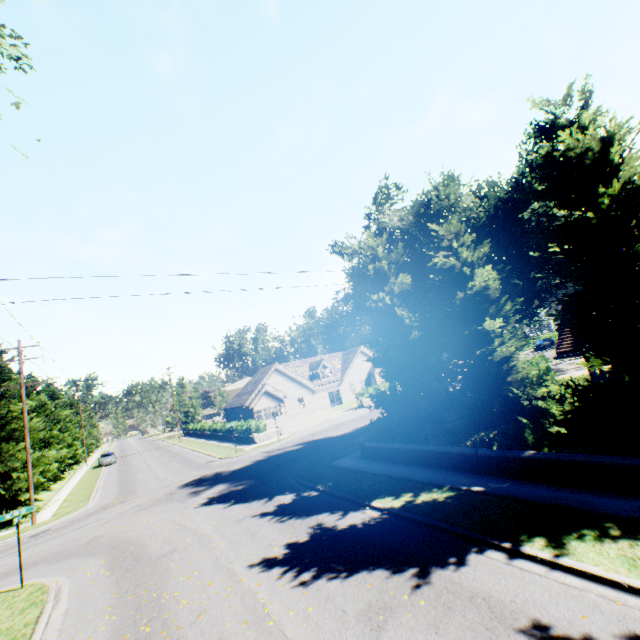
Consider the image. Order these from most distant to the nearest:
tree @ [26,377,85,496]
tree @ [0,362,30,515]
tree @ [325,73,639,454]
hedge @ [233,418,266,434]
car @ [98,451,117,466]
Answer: car @ [98,451,117,466], hedge @ [233,418,266,434], tree @ [26,377,85,496], tree @ [0,362,30,515], tree @ [325,73,639,454]

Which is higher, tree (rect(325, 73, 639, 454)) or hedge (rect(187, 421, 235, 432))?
tree (rect(325, 73, 639, 454))

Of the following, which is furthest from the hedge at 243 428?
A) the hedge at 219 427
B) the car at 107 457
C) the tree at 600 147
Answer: the car at 107 457

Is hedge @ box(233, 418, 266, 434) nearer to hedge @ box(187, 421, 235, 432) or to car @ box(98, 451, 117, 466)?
hedge @ box(187, 421, 235, 432)

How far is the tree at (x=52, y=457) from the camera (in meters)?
23.67

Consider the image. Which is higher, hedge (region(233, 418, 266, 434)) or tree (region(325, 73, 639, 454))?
tree (region(325, 73, 639, 454))

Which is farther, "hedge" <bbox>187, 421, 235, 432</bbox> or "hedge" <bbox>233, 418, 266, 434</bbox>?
"hedge" <bbox>187, 421, 235, 432</bbox>

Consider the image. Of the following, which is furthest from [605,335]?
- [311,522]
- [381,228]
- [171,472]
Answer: [171,472]
